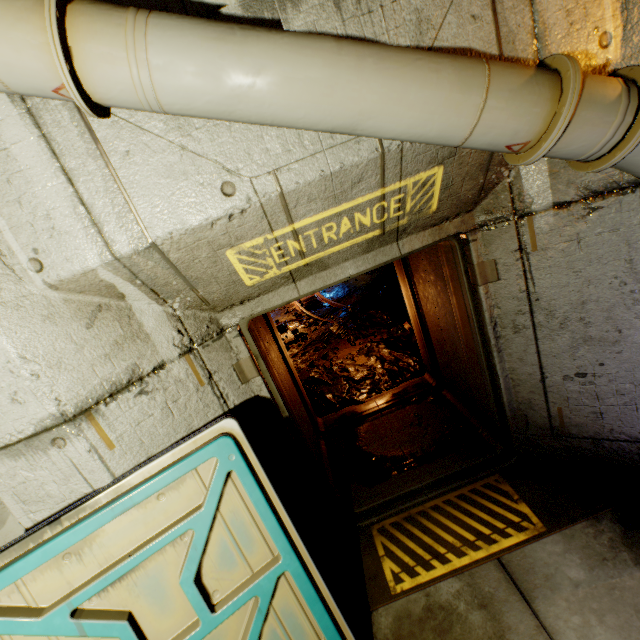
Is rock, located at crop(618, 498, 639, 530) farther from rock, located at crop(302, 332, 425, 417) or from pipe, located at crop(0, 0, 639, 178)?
rock, located at crop(302, 332, 425, 417)

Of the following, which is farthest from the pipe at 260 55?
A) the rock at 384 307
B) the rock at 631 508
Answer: the rock at 384 307

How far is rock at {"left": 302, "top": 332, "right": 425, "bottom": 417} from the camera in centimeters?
518cm

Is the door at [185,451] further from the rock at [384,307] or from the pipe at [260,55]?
the rock at [384,307]

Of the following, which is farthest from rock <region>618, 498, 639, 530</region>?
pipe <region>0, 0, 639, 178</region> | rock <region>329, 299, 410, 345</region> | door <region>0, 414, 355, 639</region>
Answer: rock <region>329, 299, 410, 345</region>

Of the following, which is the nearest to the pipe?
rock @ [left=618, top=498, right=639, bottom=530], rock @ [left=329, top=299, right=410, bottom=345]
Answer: rock @ [left=618, top=498, right=639, bottom=530]

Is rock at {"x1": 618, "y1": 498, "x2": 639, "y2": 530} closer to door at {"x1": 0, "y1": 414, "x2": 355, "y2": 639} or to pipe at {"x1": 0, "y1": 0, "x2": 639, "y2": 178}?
pipe at {"x1": 0, "y1": 0, "x2": 639, "y2": 178}

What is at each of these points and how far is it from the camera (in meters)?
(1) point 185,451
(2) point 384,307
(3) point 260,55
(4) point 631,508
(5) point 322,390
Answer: (1) door, 1.97
(2) rock, 8.05
(3) pipe, 1.31
(4) rock, 2.56
(5) rock, 5.59
